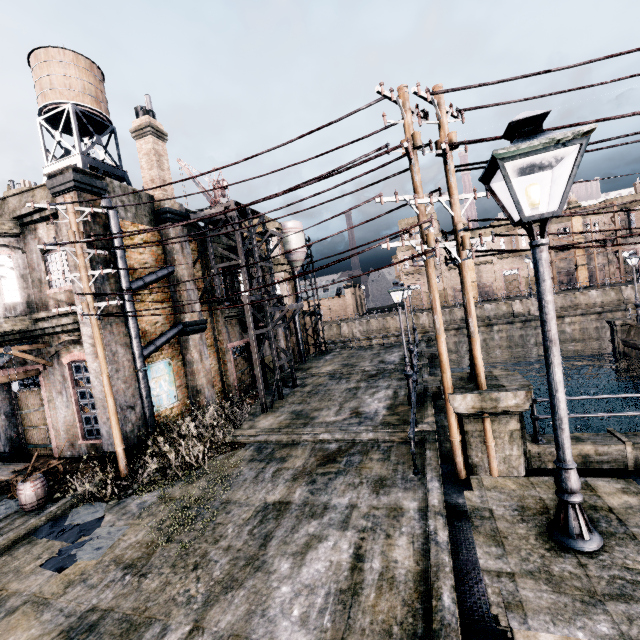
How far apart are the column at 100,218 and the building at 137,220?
0.02m

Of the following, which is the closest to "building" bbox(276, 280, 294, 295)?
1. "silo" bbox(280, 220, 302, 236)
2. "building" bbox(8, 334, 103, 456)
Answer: "silo" bbox(280, 220, 302, 236)

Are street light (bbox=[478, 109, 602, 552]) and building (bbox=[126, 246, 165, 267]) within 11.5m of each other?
no

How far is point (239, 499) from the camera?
9.5 meters

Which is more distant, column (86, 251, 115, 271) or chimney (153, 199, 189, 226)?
chimney (153, 199, 189, 226)

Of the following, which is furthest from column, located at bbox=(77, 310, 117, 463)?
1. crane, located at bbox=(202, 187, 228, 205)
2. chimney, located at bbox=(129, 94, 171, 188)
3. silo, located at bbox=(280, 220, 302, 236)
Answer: silo, located at bbox=(280, 220, 302, 236)

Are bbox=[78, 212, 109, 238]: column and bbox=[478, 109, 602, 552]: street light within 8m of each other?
no

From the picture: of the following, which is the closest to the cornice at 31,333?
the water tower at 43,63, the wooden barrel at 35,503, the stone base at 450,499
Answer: the wooden barrel at 35,503
